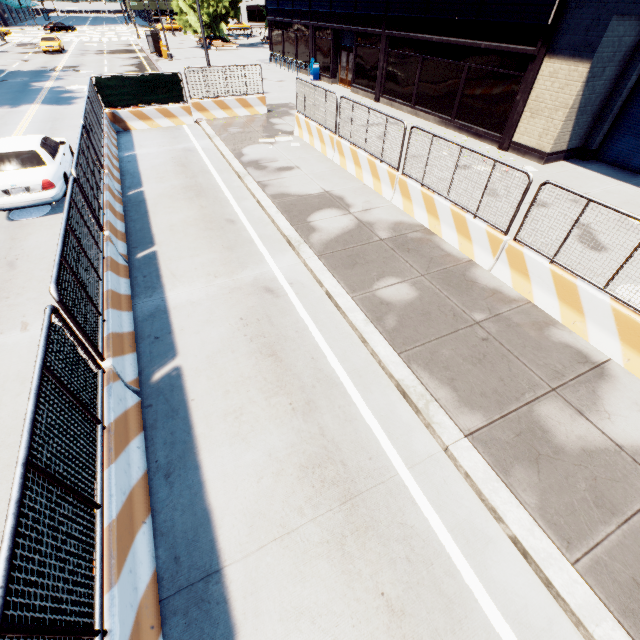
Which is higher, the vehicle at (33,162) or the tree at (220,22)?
the tree at (220,22)

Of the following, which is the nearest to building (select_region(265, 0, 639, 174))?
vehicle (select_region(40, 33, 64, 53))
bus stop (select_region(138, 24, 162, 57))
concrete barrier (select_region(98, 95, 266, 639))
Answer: concrete barrier (select_region(98, 95, 266, 639))

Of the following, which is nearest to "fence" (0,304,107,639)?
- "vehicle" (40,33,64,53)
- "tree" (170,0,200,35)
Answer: "tree" (170,0,200,35)

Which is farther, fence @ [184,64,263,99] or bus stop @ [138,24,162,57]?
bus stop @ [138,24,162,57]

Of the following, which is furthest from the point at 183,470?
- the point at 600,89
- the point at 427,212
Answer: the point at 600,89

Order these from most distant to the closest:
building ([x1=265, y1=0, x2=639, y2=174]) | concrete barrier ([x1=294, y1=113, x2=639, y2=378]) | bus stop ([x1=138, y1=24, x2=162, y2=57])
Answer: bus stop ([x1=138, y1=24, x2=162, y2=57]) → building ([x1=265, y1=0, x2=639, y2=174]) → concrete barrier ([x1=294, y1=113, x2=639, y2=378])

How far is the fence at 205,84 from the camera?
15.60m

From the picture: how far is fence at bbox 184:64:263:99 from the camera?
15.60m
